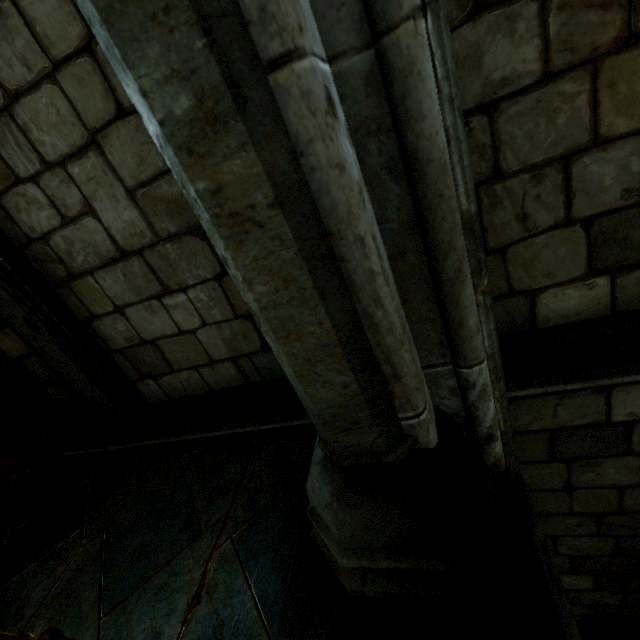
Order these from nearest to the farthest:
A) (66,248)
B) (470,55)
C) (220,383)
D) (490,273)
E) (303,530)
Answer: (303,530), (470,55), (490,273), (66,248), (220,383)
